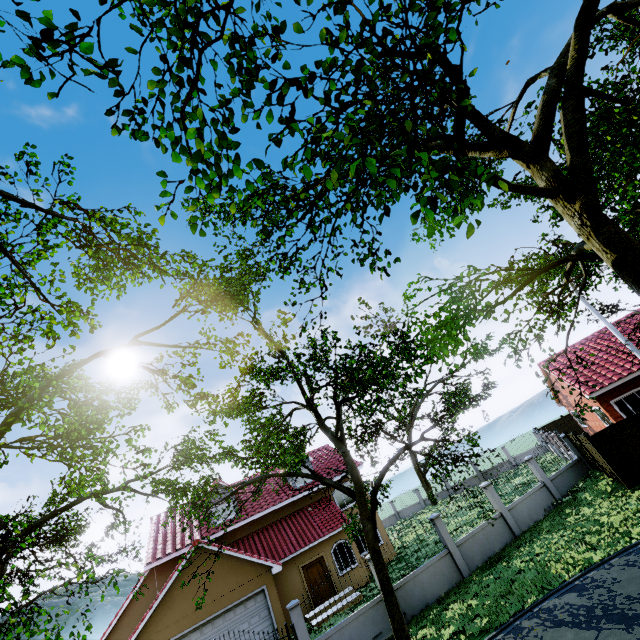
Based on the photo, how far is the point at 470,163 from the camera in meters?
5.0 m

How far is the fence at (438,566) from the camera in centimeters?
1354cm

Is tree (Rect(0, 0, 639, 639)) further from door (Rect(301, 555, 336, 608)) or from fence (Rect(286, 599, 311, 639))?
door (Rect(301, 555, 336, 608))

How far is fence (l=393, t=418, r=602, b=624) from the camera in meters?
13.5

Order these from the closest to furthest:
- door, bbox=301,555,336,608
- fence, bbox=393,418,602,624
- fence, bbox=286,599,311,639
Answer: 1. fence, bbox=286,599,311,639
2. fence, bbox=393,418,602,624
3. door, bbox=301,555,336,608

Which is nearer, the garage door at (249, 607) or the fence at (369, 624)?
the fence at (369, 624)

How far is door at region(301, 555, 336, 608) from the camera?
18.9m
